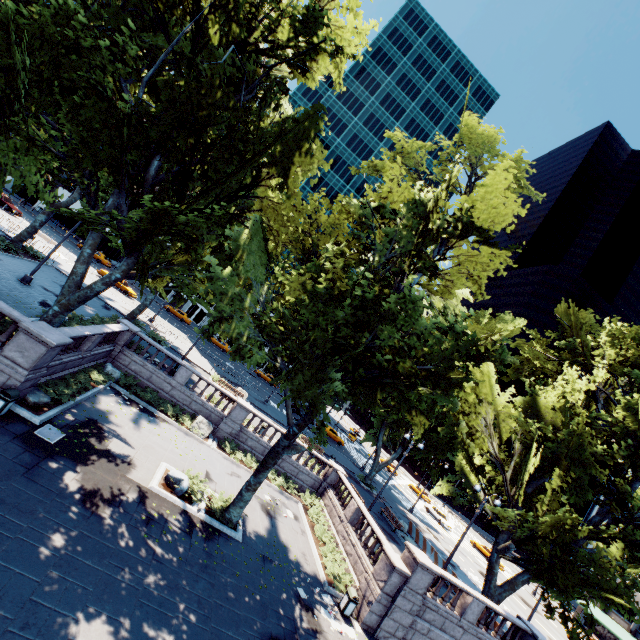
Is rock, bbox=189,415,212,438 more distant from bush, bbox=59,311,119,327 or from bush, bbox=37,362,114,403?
bush, bbox=59,311,119,327

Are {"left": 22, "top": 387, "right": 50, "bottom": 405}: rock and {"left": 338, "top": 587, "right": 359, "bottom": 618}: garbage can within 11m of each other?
no

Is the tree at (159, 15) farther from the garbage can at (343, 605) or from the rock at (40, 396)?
the garbage can at (343, 605)

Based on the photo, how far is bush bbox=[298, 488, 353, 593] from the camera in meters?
16.9 m

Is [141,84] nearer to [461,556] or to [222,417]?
[222,417]

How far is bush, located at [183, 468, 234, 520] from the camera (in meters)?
15.07

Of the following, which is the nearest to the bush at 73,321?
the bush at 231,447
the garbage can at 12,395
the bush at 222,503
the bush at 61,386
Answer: the bush at 61,386

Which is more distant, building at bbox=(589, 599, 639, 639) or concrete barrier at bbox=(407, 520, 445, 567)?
building at bbox=(589, 599, 639, 639)
